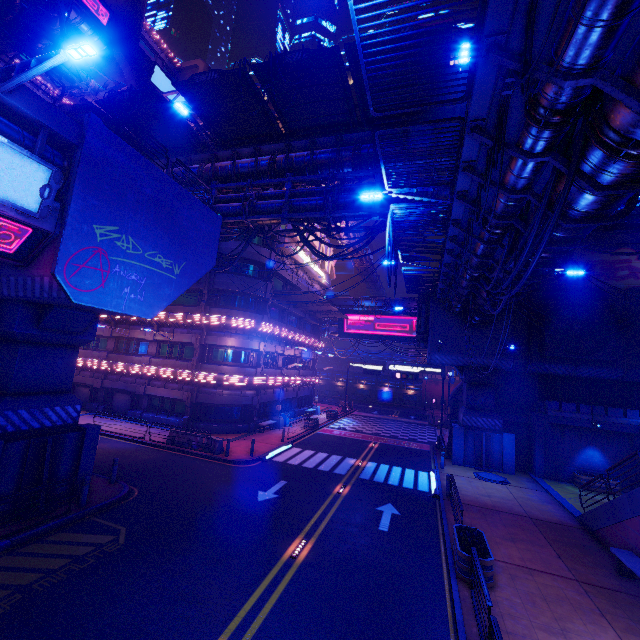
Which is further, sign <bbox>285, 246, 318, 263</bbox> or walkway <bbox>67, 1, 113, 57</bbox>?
walkway <bbox>67, 1, 113, 57</bbox>

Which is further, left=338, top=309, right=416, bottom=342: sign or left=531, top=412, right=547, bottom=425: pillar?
left=338, top=309, right=416, bottom=342: sign

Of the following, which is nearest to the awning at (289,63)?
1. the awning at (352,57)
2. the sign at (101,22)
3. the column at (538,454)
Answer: the awning at (352,57)

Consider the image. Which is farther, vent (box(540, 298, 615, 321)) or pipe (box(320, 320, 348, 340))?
pipe (box(320, 320, 348, 340))

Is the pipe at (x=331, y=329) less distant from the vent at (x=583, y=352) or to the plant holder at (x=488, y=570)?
the vent at (x=583, y=352)

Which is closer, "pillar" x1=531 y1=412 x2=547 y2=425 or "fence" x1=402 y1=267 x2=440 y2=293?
"fence" x1=402 y1=267 x2=440 y2=293

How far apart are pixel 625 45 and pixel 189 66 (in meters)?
72.82

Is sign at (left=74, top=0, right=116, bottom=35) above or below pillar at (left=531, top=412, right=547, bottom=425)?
above
